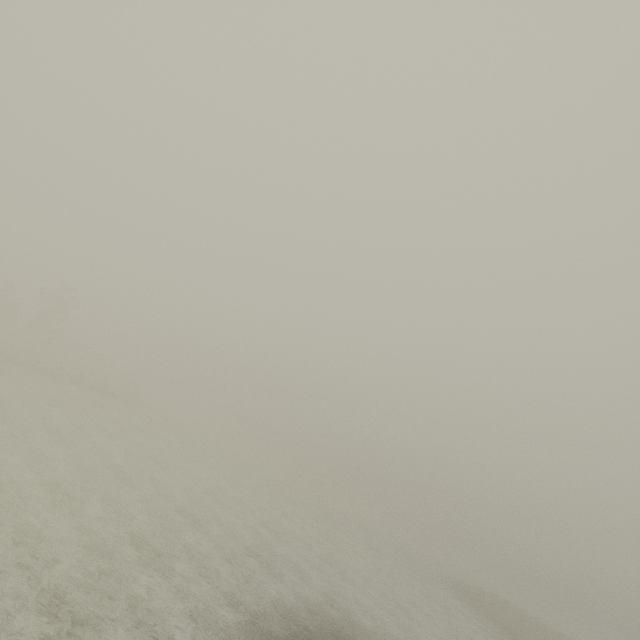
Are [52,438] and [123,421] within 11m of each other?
yes
